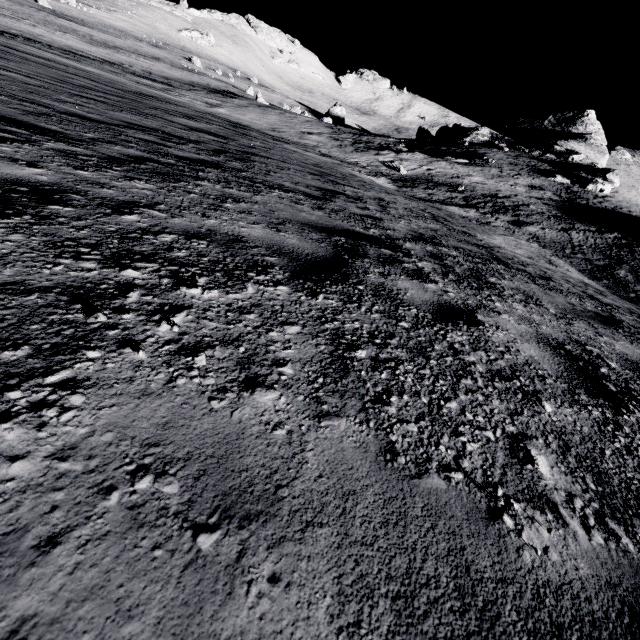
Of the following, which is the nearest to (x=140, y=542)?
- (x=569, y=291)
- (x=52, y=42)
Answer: (x=569, y=291)
